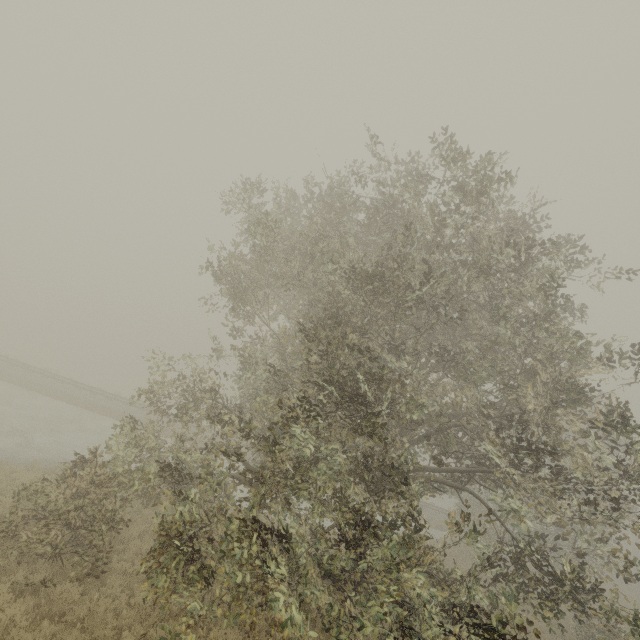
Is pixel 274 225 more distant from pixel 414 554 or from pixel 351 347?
pixel 414 554
